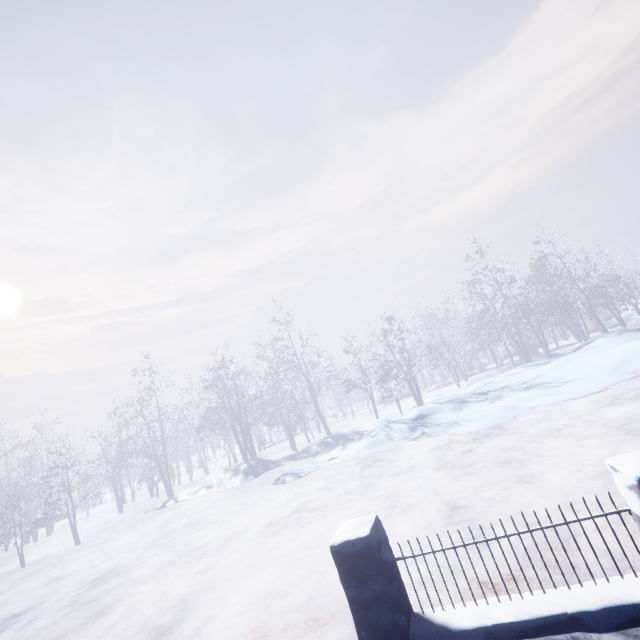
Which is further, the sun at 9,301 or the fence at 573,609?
the sun at 9,301

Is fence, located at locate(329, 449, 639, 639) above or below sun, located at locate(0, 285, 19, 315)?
below

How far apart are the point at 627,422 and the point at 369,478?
5.4m

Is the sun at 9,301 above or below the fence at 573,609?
above

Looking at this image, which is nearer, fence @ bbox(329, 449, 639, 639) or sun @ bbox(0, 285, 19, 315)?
fence @ bbox(329, 449, 639, 639)
